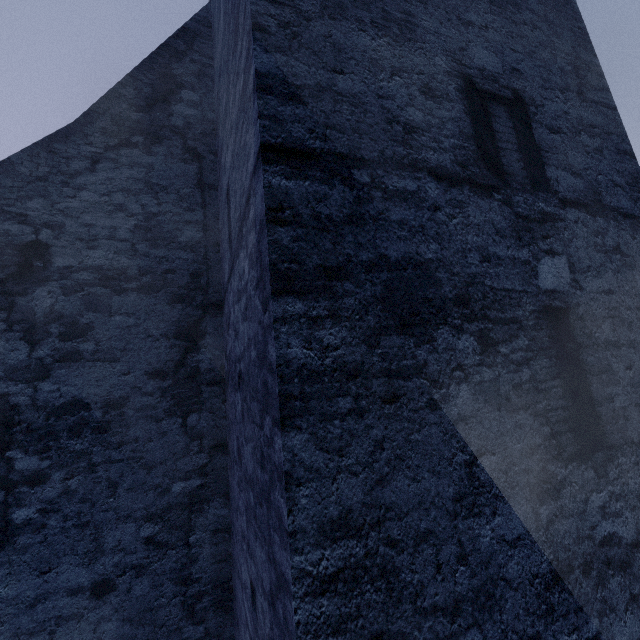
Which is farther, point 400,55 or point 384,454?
point 400,55
